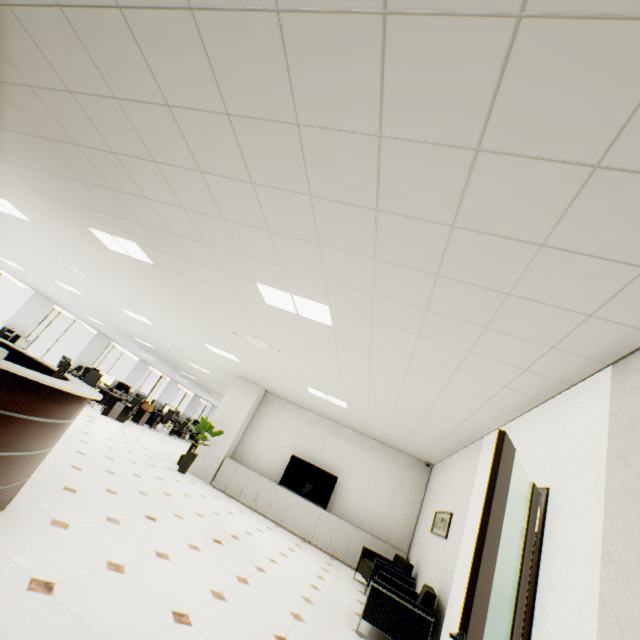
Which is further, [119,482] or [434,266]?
[119,482]

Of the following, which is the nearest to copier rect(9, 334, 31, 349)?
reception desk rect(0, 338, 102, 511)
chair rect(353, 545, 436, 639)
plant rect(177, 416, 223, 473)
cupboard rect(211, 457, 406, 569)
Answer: plant rect(177, 416, 223, 473)

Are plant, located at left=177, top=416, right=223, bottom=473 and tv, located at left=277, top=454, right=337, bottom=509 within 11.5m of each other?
yes

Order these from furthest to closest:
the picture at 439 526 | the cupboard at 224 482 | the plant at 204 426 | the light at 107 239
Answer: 1. the plant at 204 426
2. the cupboard at 224 482
3. the picture at 439 526
4. the light at 107 239

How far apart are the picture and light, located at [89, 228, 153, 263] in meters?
6.2 m

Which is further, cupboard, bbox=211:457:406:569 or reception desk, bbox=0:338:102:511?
cupboard, bbox=211:457:406:569

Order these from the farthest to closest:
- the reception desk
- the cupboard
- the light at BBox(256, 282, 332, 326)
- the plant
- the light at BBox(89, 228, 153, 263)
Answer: the plant < the cupboard < the light at BBox(89, 228, 153, 263) < the light at BBox(256, 282, 332, 326) < the reception desk

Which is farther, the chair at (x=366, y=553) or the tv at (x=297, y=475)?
Answer: the tv at (x=297, y=475)
